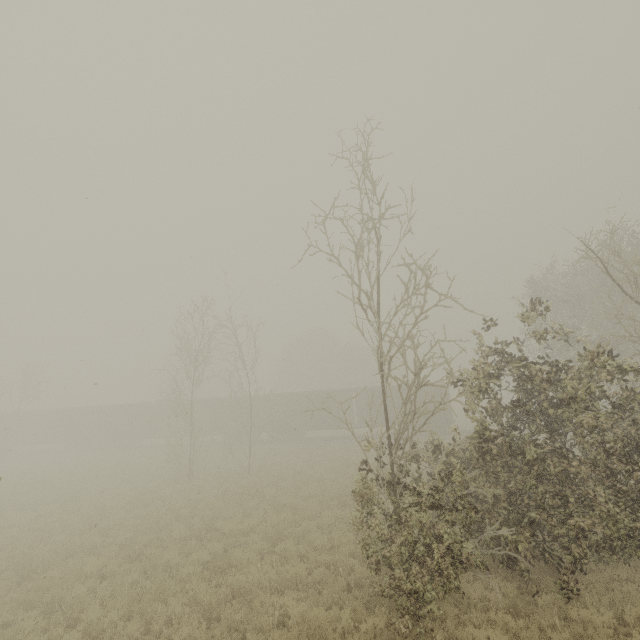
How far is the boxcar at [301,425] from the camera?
32.0m

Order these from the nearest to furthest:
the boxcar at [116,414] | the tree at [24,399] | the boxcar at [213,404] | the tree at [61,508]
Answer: the tree at [61,508] < the tree at [24,399] < the boxcar at [213,404] < the boxcar at [116,414]

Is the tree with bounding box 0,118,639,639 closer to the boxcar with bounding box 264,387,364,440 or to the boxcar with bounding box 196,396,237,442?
the boxcar with bounding box 264,387,364,440

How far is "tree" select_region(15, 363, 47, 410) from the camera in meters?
29.9

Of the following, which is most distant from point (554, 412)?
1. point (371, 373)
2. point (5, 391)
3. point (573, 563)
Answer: A: point (371, 373)

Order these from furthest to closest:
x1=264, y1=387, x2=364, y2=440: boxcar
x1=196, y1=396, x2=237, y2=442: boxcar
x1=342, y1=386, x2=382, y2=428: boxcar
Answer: x1=196, y1=396, x2=237, y2=442: boxcar → x1=264, y1=387, x2=364, y2=440: boxcar → x1=342, y1=386, x2=382, y2=428: boxcar

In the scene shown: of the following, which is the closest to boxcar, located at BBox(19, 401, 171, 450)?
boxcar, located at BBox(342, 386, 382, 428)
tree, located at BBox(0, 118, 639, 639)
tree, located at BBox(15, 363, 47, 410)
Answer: boxcar, located at BBox(342, 386, 382, 428)

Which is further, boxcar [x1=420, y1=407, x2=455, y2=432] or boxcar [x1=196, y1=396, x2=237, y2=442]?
boxcar [x1=196, y1=396, x2=237, y2=442]
